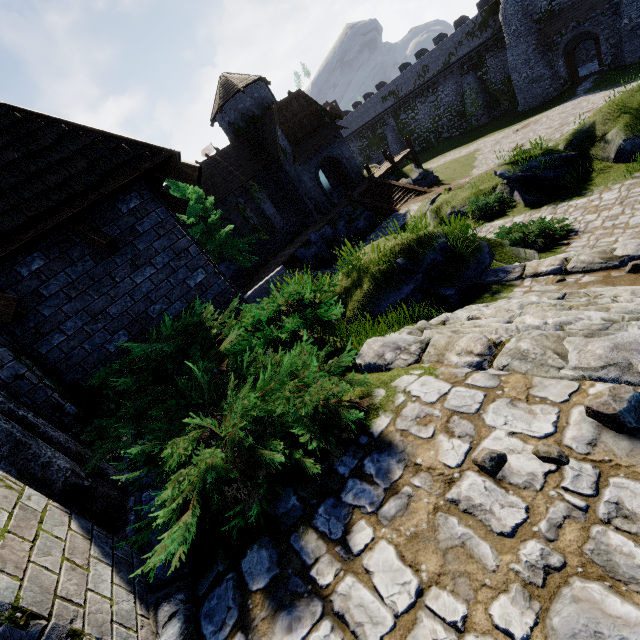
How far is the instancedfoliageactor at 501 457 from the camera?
1.93m

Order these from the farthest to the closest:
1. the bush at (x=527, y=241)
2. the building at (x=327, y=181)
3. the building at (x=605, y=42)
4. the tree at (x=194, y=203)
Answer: the building at (x=327, y=181) < the building at (x=605, y=42) < the tree at (x=194, y=203) < the bush at (x=527, y=241)

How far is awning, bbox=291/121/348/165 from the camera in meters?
25.8

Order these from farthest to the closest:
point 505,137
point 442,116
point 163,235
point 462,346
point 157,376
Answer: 1. point 442,116
2. point 505,137
3. point 163,235
4. point 157,376
5. point 462,346

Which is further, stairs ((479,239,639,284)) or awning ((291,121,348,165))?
awning ((291,121,348,165))

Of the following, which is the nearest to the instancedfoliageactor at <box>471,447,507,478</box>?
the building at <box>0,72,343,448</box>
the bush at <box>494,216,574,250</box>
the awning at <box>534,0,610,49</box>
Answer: the building at <box>0,72,343,448</box>

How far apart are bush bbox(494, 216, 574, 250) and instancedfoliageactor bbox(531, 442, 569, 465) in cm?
951

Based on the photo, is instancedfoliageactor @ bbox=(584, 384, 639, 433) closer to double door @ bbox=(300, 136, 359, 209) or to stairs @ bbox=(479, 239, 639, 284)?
stairs @ bbox=(479, 239, 639, 284)
